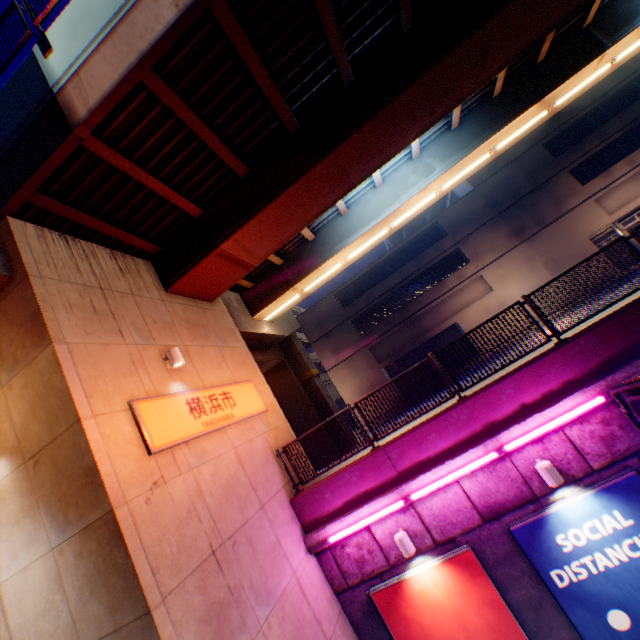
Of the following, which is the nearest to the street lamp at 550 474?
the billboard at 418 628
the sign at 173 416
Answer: the billboard at 418 628

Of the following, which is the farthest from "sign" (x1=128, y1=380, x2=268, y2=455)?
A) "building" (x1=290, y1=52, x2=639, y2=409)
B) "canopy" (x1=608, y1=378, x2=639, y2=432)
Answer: "building" (x1=290, y1=52, x2=639, y2=409)

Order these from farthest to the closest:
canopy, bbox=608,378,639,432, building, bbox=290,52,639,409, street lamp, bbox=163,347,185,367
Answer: building, bbox=290,52,639,409 → street lamp, bbox=163,347,185,367 → canopy, bbox=608,378,639,432

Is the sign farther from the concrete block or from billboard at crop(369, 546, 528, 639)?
billboard at crop(369, 546, 528, 639)

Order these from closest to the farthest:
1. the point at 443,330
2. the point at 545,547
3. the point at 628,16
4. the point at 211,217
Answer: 1. the point at 545,547
2. the point at 211,217
3. the point at 628,16
4. the point at 443,330

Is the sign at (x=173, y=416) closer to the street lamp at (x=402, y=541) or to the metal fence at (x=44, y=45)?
the metal fence at (x=44, y=45)

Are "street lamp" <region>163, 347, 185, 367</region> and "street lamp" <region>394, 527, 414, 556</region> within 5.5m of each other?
no

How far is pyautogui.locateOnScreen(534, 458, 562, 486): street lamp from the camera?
6.28m
